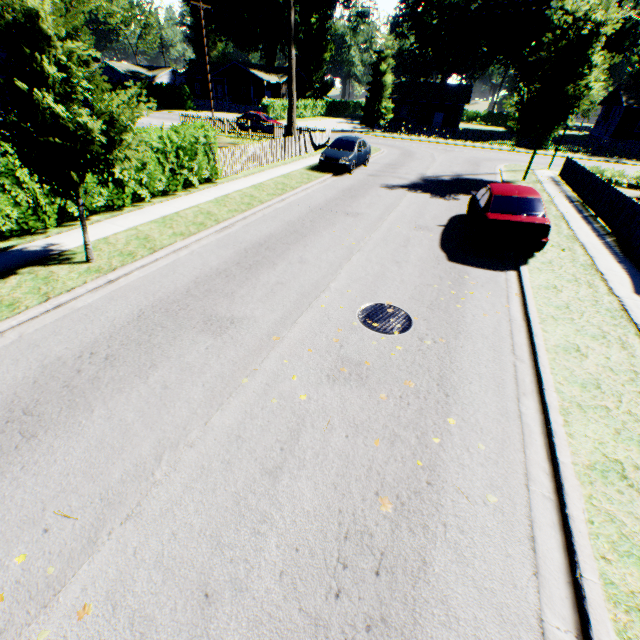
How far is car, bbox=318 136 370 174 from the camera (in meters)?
17.45

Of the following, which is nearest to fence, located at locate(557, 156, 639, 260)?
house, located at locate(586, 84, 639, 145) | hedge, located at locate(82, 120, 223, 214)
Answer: hedge, located at locate(82, 120, 223, 214)

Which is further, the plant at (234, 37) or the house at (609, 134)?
the plant at (234, 37)

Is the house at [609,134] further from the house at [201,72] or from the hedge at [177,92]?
the hedge at [177,92]

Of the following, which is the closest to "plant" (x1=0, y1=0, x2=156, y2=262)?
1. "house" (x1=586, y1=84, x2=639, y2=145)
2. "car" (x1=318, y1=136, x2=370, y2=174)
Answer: "car" (x1=318, y1=136, x2=370, y2=174)

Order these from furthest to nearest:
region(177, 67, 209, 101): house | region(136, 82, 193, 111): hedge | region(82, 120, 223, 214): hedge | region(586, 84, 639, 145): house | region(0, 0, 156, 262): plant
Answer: region(177, 67, 209, 101): house, region(136, 82, 193, 111): hedge, region(586, 84, 639, 145): house, region(82, 120, 223, 214): hedge, region(0, 0, 156, 262): plant

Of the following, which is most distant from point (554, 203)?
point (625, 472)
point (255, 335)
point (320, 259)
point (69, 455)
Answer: point (69, 455)

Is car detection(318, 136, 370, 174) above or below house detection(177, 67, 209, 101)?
below
